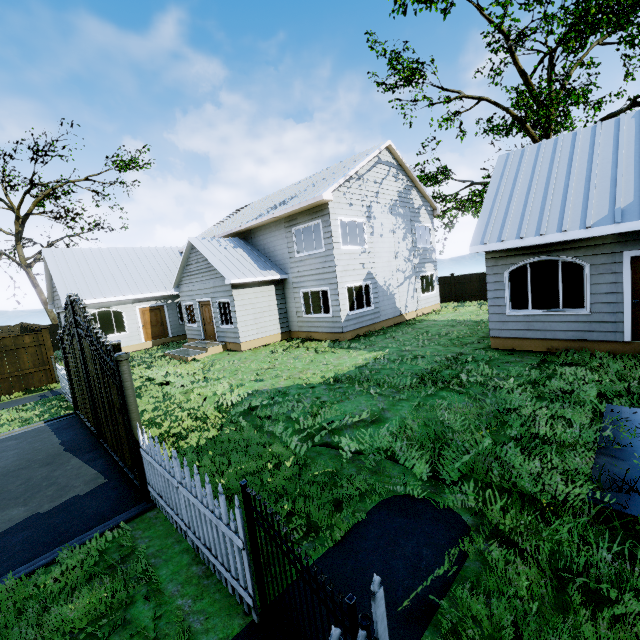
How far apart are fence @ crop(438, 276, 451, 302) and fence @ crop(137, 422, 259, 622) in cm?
2366

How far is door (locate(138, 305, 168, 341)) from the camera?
19.67m

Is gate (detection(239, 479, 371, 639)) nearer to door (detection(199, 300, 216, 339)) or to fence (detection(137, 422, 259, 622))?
fence (detection(137, 422, 259, 622))

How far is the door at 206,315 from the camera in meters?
16.8

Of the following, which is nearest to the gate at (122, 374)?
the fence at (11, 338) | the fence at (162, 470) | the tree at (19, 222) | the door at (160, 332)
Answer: the fence at (162, 470)

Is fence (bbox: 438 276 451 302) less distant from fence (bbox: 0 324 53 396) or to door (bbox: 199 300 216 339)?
door (bbox: 199 300 216 339)

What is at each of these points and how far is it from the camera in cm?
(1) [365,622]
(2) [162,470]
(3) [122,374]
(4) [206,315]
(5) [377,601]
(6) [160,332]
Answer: (1) gate, 192
(2) fence, 421
(3) gate, 476
(4) door, 1716
(5) fence, 191
(6) door, 2034

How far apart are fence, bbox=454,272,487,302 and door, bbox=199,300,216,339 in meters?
17.4 m
